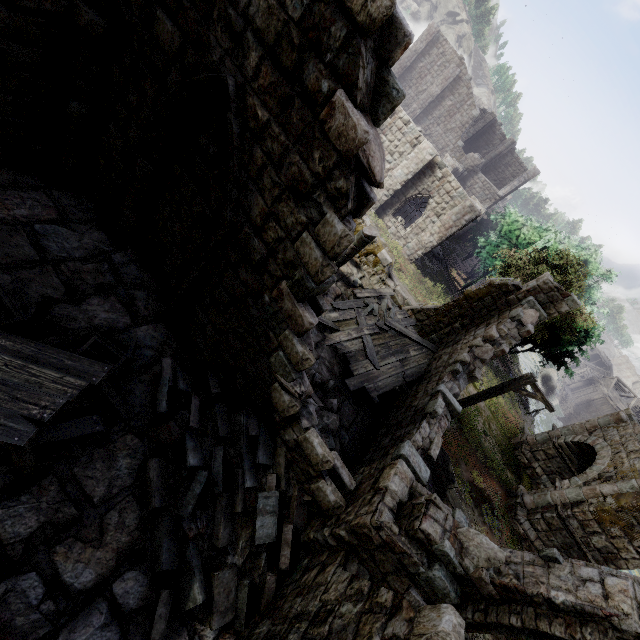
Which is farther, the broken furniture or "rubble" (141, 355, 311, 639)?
"rubble" (141, 355, 311, 639)

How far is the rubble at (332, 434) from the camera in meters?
7.2 m

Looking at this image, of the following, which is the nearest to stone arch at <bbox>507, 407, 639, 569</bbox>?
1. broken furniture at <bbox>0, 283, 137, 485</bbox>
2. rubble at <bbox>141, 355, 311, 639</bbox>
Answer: rubble at <bbox>141, 355, 311, 639</bbox>

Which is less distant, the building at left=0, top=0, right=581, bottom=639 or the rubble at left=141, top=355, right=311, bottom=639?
the building at left=0, top=0, right=581, bottom=639

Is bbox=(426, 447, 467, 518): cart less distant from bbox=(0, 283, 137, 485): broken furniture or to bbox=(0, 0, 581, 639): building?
bbox=(0, 0, 581, 639): building

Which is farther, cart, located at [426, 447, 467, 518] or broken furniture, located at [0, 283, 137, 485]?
cart, located at [426, 447, 467, 518]

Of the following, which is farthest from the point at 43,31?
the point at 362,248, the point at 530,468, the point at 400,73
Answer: the point at 400,73

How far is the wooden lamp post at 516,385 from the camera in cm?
1125
